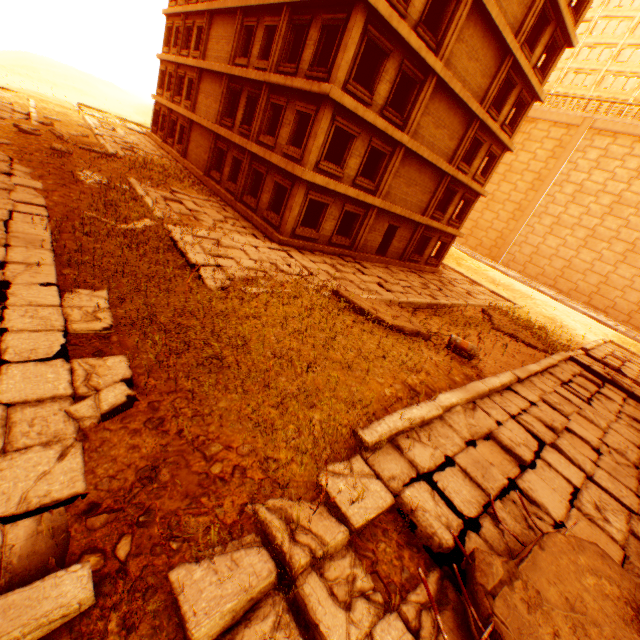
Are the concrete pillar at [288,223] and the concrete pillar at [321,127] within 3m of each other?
yes

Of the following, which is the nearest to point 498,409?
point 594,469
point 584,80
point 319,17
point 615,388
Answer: point 594,469

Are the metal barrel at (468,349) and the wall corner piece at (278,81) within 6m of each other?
no

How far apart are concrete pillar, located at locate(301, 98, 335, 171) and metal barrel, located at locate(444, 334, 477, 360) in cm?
913

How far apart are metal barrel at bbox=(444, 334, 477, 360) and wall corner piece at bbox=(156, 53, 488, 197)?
9.9 meters

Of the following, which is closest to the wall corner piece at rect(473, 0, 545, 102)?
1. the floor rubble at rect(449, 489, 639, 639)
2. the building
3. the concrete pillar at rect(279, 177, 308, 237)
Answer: the concrete pillar at rect(279, 177, 308, 237)

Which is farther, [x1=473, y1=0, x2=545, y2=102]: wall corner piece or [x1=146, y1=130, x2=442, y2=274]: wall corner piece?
[x1=146, y1=130, x2=442, y2=274]: wall corner piece

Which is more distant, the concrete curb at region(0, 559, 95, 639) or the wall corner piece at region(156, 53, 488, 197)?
the wall corner piece at region(156, 53, 488, 197)
